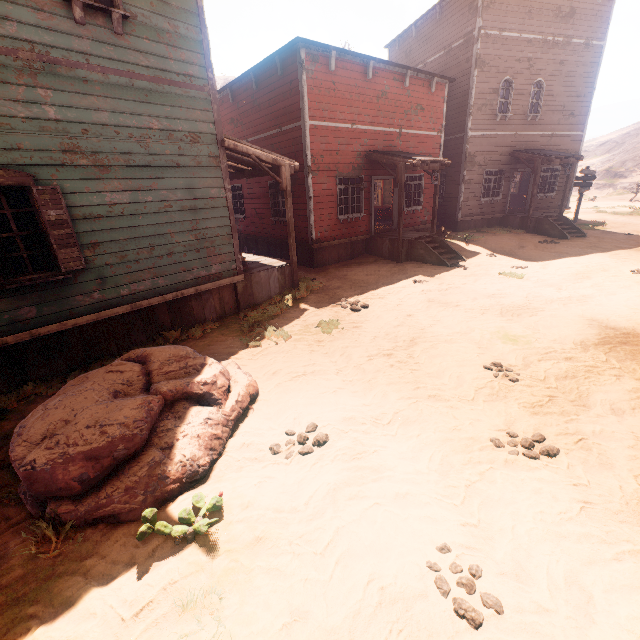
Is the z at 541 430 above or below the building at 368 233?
below

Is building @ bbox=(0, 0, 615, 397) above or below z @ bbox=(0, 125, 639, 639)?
above

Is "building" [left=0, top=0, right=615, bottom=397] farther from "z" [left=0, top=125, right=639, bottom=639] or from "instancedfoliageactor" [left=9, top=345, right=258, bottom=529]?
"instancedfoliageactor" [left=9, top=345, right=258, bottom=529]

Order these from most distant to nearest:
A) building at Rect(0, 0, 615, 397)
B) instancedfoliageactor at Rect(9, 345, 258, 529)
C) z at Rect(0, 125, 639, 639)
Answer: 1. building at Rect(0, 0, 615, 397)
2. instancedfoliageactor at Rect(9, 345, 258, 529)
3. z at Rect(0, 125, 639, 639)

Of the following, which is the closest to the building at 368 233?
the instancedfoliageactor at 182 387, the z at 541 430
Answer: the z at 541 430

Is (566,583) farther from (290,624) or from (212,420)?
(212,420)

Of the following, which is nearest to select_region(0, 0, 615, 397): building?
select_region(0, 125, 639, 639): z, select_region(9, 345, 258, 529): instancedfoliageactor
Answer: select_region(0, 125, 639, 639): z
